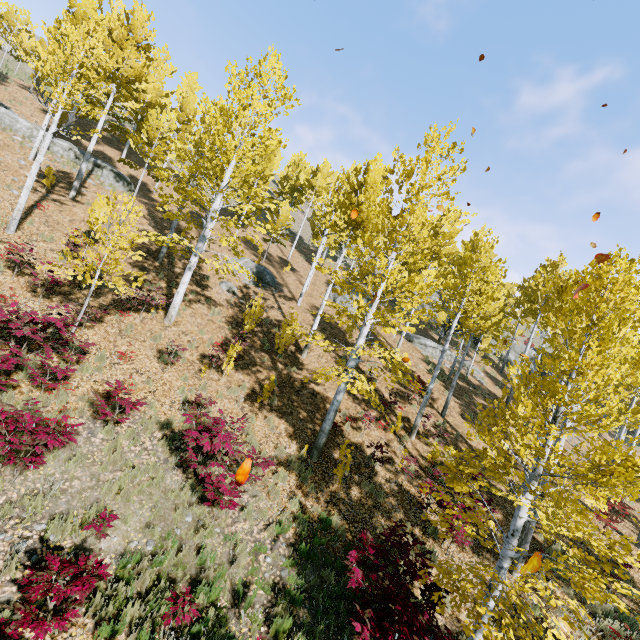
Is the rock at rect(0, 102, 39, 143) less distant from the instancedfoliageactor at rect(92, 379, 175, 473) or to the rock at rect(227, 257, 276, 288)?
the instancedfoliageactor at rect(92, 379, 175, 473)

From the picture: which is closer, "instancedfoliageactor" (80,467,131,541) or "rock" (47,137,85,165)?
"instancedfoliageactor" (80,467,131,541)

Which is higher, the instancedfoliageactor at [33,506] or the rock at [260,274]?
the rock at [260,274]

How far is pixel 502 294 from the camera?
16.0m

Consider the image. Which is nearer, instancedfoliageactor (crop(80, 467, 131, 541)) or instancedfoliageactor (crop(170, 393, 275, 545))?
instancedfoliageactor (crop(80, 467, 131, 541))

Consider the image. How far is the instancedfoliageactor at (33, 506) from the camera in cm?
580
